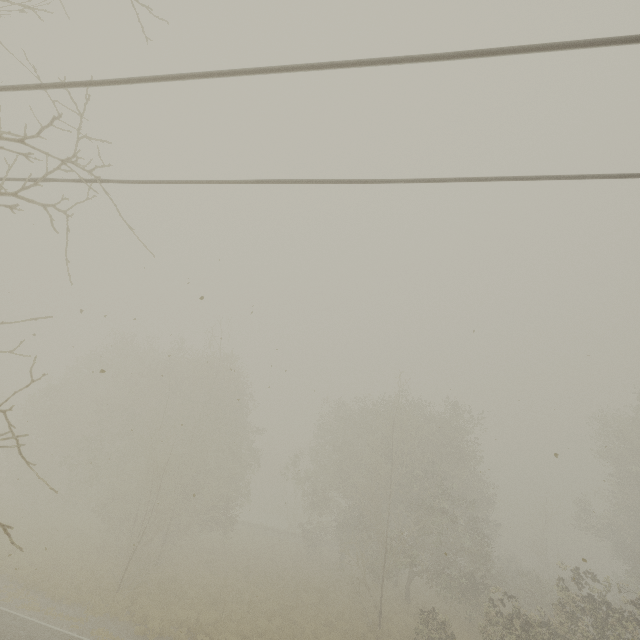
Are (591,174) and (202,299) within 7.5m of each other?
yes
